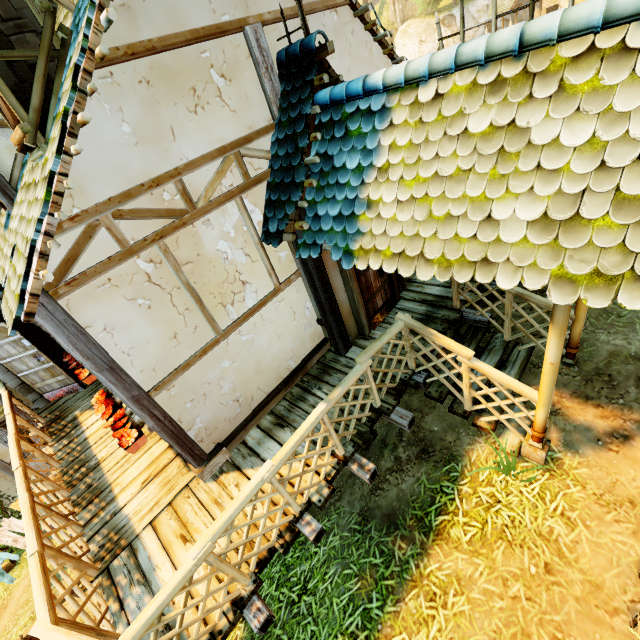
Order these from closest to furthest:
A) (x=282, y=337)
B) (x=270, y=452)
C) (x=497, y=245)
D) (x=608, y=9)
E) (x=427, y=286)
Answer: (x=608, y=9), (x=497, y=245), (x=270, y=452), (x=282, y=337), (x=427, y=286)

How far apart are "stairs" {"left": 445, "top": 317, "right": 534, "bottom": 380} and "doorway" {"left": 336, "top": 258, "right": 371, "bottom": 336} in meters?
1.1 m

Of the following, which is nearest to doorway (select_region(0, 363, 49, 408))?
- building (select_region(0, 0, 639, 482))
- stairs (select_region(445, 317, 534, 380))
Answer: building (select_region(0, 0, 639, 482))

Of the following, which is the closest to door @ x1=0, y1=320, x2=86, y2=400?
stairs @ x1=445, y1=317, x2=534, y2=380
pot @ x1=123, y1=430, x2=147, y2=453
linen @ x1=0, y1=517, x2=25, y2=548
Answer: pot @ x1=123, y1=430, x2=147, y2=453

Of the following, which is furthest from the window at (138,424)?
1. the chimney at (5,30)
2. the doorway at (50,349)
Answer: the doorway at (50,349)

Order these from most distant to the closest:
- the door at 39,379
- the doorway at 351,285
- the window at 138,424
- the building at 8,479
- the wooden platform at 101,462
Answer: the building at 8,479, the door at 39,379, the doorway at 351,285, the window at 138,424, the wooden platform at 101,462

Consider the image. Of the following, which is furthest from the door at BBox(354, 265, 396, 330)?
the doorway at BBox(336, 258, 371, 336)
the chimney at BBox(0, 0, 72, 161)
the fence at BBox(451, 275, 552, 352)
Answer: the chimney at BBox(0, 0, 72, 161)

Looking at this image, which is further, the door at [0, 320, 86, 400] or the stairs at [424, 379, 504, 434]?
the door at [0, 320, 86, 400]
